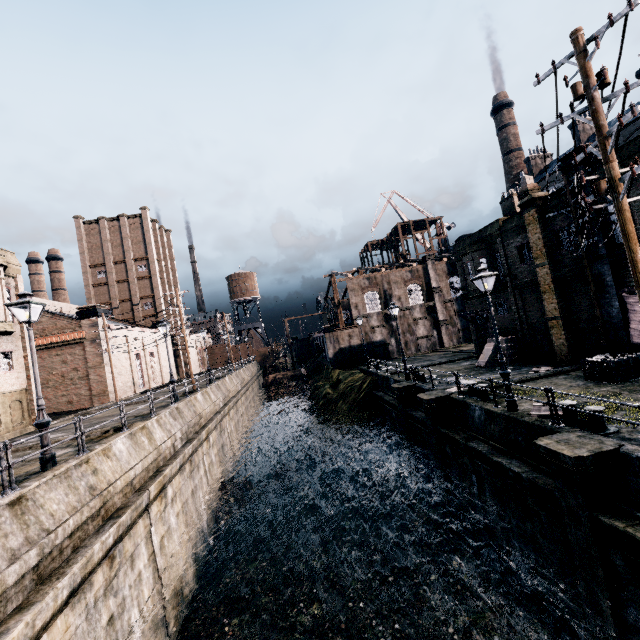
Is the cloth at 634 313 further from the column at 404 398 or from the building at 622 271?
the column at 404 398

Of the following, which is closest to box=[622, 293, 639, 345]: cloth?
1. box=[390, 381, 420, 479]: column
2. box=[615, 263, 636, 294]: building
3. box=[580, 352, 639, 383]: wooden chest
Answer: box=[615, 263, 636, 294]: building

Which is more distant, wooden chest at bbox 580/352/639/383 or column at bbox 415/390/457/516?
column at bbox 415/390/457/516

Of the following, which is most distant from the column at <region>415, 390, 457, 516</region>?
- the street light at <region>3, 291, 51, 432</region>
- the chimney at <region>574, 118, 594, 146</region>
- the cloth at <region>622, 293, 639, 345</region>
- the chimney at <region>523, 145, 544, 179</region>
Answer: the chimney at <region>523, 145, 544, 179</region>

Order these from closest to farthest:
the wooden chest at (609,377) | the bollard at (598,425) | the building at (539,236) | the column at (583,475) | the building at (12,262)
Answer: the column at (583,475), the bollard at (598,425), the wooden chest at (609,377), the building at (539,236), the building at (12,262)

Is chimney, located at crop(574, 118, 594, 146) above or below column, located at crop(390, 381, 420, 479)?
above

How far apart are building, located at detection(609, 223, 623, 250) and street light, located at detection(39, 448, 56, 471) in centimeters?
2320cm

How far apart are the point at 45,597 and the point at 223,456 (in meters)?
18.95
